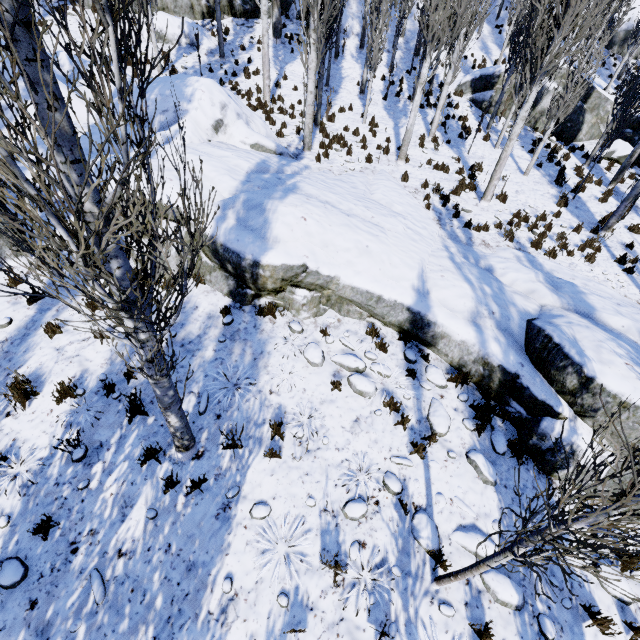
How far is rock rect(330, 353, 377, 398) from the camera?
6.09m

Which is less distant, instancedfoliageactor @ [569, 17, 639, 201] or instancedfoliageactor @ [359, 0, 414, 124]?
instancedfoliageactor @ [569, 17, 639, 201]

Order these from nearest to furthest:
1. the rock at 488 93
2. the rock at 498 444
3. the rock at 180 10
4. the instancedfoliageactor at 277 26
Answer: the rock at 498 444
the instancedfoliageactor at 277 26
the rock at 180 10
the rock at 488 93

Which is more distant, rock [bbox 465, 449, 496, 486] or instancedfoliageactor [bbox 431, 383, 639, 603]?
rock [bbox 465, 449, 496, 486]

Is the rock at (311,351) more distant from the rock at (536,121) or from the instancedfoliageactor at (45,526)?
the rock at (536,121)

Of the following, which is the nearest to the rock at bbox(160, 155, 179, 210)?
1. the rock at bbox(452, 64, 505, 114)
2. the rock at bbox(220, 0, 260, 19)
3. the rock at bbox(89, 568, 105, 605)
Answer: the rock at bbox(89, 568, 105, 605)

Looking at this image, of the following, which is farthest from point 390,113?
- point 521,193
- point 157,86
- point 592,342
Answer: point 592,342
